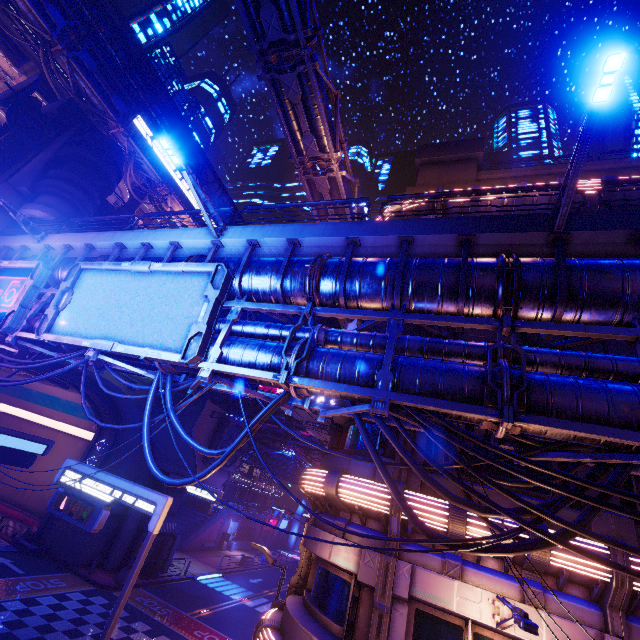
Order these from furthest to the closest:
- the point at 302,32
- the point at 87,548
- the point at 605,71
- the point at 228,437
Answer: the point at 228,437, the point at 87,548, the point at 302,32, the point at 605,71

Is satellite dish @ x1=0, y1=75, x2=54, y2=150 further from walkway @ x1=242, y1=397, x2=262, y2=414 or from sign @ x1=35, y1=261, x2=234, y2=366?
walkway @ x1=242, y1=397, x2=262, y2=414

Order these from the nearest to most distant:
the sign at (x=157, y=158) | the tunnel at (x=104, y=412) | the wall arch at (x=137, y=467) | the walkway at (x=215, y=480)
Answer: the tunnel at (x=104, y=412) < the wall arch at (x=137, y=467) < the walkway at (x=215, y=480) < the sign at (x=157, y=158)

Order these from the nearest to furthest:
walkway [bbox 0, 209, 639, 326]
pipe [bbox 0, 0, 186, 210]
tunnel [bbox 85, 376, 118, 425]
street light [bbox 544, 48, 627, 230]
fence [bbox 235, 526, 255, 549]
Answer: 1. street light [bbox 544, 48, 627, 230]
2. walkway [bbox 0, 209, 639, 326]
3. tunnel [bbox 85, 376, 118, 425]
4. pipe [bbox 0, 0, 186, 210]
5. fence [bbox 235, 526, 255, 549]

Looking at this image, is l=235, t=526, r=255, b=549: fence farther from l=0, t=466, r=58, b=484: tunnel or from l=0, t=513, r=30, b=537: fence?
l=0, t=513, r=30, b=537: fence

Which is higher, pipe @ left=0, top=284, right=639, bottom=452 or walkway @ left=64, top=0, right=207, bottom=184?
walkway @ left=64, top=0, right=207, bottom=184

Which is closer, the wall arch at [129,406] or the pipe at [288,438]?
the wall arch at [129,406]

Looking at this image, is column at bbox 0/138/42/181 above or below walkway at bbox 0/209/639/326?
above
